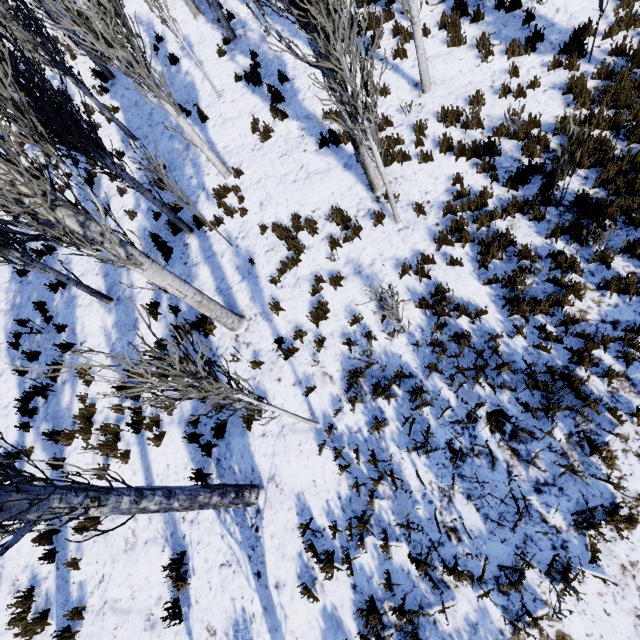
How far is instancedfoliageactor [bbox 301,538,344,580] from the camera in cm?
439

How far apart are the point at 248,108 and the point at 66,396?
9.43m

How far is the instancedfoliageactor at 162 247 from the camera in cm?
827

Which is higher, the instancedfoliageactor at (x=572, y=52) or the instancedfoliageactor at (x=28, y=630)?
the instancedfoliageactor at (x=28, y=630)

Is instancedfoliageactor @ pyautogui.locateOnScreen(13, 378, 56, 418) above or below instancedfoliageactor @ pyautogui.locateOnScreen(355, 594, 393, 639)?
above
